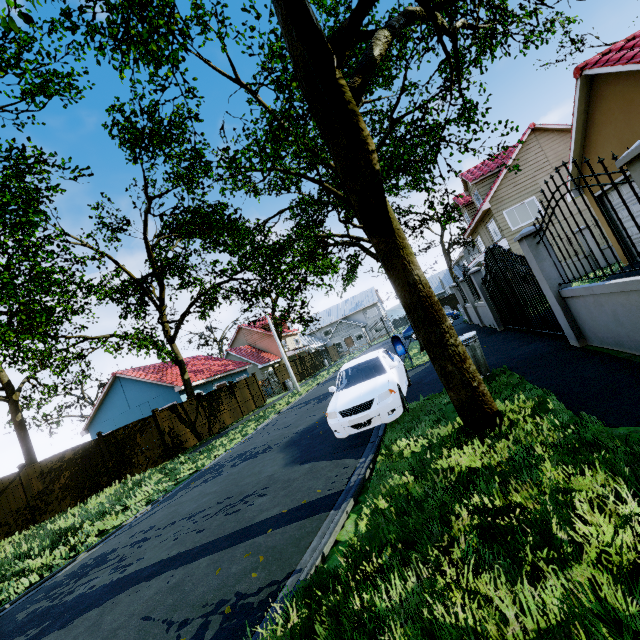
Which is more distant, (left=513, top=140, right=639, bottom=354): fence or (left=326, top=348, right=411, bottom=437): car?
(left=326, top=348, right=411, bottom=437): car

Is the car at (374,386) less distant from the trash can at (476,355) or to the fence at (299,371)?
the trash can at (476,355)

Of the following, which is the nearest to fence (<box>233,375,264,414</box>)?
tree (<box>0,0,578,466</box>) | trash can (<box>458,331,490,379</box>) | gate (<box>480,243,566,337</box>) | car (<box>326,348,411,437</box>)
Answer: gate (<box>480,243,566,337</box>)

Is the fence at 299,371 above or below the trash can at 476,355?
above

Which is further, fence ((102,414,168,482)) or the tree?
fence ((102,414,168,482))

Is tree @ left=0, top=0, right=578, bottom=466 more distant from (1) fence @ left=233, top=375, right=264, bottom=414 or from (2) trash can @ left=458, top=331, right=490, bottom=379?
(2) trash can @ left=458, top=331, right=490, bottom=379

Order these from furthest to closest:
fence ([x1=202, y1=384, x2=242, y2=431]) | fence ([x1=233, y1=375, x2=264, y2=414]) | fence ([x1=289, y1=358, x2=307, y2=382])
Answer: fence ([x1=289, y1=358, x2=307, y2=382]), fence ([x1=233, y1=375, x2=264, y2=414]), fence ([x1=202, y1=384, x2=242, y2=431])

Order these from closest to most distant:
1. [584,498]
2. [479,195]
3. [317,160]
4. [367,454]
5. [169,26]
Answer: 1. [584,498]
2. [367,454]
3. [169,26]
4. [317,160]
5. [479,195]
